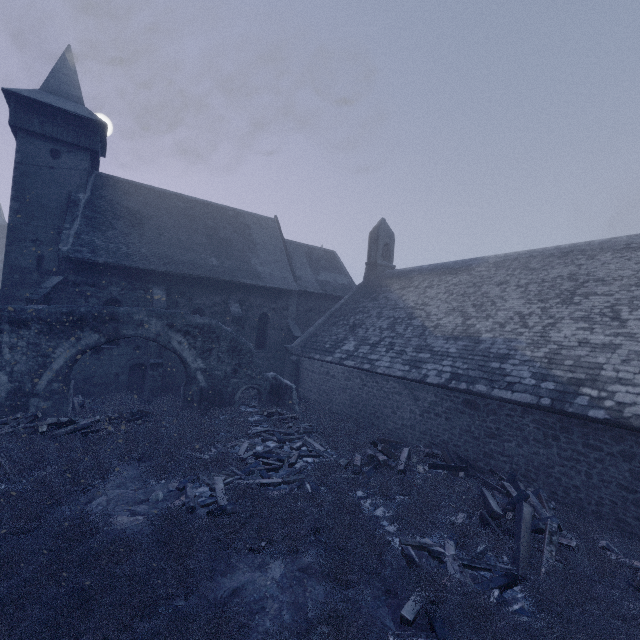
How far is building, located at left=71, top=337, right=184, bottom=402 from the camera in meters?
16.4

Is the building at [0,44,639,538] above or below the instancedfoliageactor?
above

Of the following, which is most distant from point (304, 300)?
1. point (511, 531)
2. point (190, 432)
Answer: point (511, 531)

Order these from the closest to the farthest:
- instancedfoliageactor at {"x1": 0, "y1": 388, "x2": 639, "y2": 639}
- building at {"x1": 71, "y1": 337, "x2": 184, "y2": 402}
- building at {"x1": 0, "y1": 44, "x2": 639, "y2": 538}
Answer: instancedfoliageactor at {"x1": 0, "y1": 388, "x2": 639, "y2": 639} < building at {"x1": 0, "y1": 44, "x2": 639, "y2": 538} < building at {"x1": 71, "y1": 337, "x2": 184, "y2": 402}

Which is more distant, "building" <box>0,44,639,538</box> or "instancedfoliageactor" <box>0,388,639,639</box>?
"building" <box>0,44,639,538</box>

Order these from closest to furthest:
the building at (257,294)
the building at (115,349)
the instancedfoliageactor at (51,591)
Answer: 1. the instancedfoliageactor at (51,591)
2. the building at (257,294)
3. the building at (115,349)

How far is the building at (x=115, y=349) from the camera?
16.4 meters
